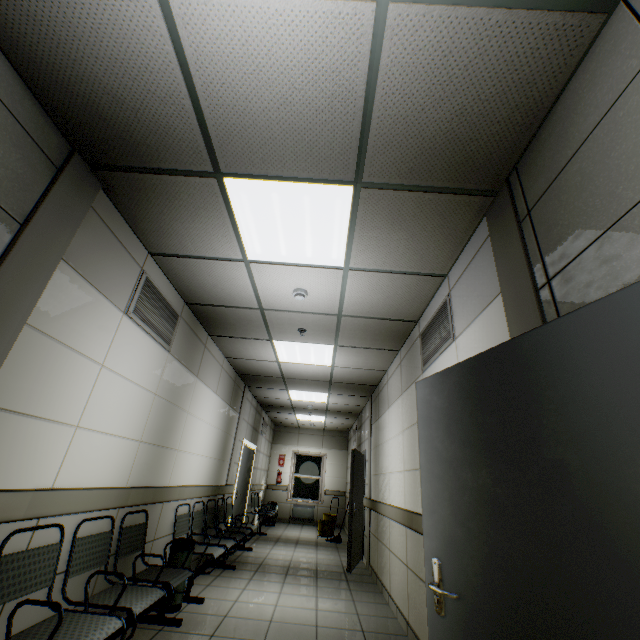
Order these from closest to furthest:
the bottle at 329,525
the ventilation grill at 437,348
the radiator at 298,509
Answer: the ventilation grill at 437,348 < the bottle at 329,525 < the radiator at 298,509

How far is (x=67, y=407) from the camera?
2.4 meters

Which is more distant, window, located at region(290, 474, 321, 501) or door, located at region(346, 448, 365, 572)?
window, located at region(290, 474, 321, 501)

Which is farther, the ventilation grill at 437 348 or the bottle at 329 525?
the bottle at 329 525

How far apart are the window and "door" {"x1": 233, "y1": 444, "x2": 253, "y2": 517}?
3.9m

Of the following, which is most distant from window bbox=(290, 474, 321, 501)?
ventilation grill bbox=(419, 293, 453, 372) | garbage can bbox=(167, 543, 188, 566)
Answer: ventilation grill bbox=(419, 293, 453, 372)

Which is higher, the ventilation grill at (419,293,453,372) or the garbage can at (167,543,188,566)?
the ventilation grill at (419,293,453,372)

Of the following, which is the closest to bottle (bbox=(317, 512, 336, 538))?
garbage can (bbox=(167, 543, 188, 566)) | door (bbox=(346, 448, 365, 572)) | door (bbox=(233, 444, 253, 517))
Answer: door (bbox=(346, 448, 365, 572))
